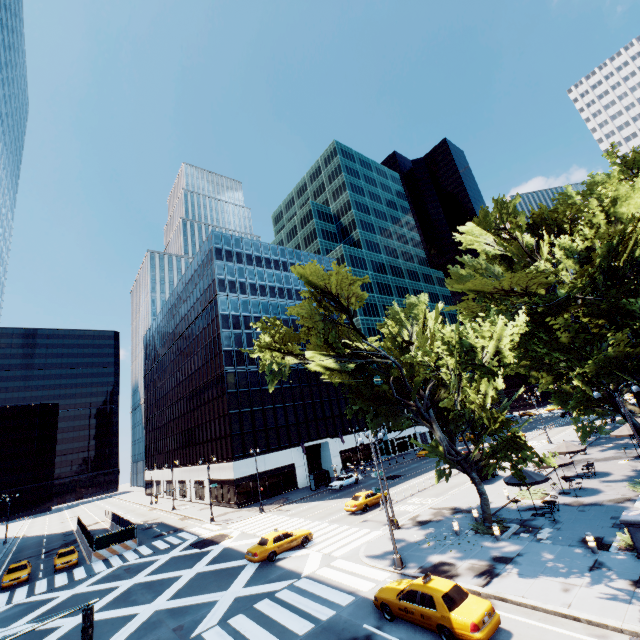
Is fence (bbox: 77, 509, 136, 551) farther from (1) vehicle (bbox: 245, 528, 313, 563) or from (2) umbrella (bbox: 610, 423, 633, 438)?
(2) umbrella (bbox: 610, 423, 633, 438)

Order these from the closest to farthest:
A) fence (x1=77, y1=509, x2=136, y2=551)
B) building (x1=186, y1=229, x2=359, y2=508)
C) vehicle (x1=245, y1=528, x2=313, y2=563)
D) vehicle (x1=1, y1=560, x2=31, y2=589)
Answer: vehicle (x1=245, y1=528, x2=313, y2=563) → vehicle (x1=1, y1=560, x2=31, y2=589) → fence (x1=77, y1=509, x2=136, y2=551) → building (x1=186, y1=229, x2=359, y2=508)

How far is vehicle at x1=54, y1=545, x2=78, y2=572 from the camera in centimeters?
3116cm

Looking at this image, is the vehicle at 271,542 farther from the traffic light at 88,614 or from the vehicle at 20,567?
the vehicle at 20,567

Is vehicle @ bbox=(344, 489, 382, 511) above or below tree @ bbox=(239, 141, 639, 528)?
below

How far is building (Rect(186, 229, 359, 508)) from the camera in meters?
47.6

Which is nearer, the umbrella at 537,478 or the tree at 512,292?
the tree at 512,292

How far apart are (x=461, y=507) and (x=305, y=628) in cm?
1699
